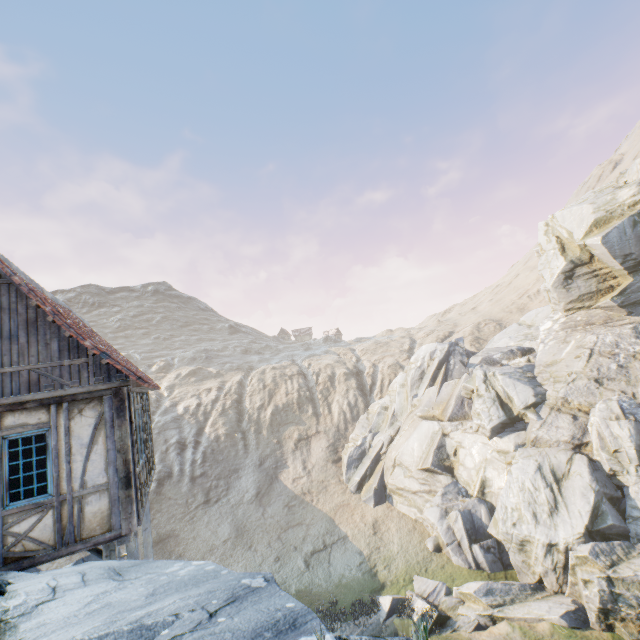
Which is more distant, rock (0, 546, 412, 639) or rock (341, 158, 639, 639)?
rock (341, 158, 639, 639)

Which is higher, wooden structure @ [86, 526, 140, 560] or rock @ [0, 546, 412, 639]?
rock @ [0, 546, 412, 639]

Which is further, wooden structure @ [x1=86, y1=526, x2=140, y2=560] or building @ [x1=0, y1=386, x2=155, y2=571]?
wooden structure @ [x1=86, y1=526, x2=140, y2=560]

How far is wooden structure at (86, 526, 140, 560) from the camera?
6.78m

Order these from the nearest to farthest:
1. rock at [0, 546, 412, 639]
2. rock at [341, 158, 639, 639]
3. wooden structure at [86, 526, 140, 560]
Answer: rock at [0, 546, 412, 639], wooden structure at [86, 526, 140, 560], rock at [341, 158, 639, 639]

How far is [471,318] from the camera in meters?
55.6

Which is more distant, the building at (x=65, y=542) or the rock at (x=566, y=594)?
the rock at (x=566, y=594)

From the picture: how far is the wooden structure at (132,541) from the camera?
6.78m
